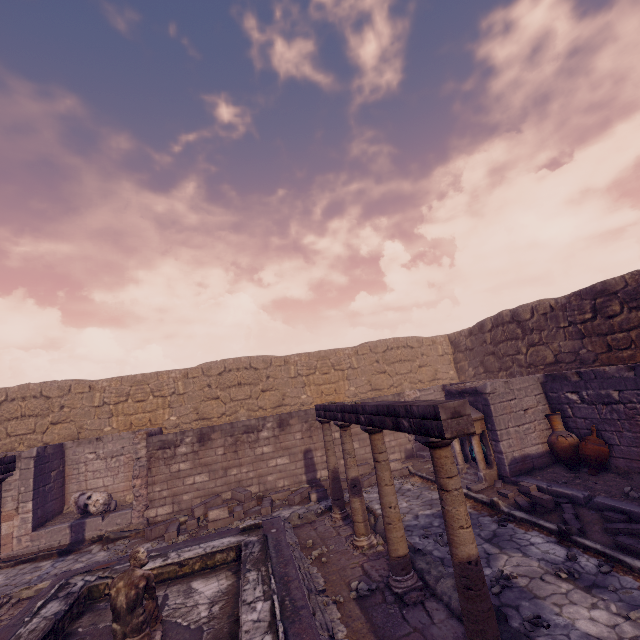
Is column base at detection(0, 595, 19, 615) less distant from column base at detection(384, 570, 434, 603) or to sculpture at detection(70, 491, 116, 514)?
sculpture at detection(70, 491, 116, 514)

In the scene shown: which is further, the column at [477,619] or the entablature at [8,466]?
the entablature at [8,466]

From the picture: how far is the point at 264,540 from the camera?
6.4m

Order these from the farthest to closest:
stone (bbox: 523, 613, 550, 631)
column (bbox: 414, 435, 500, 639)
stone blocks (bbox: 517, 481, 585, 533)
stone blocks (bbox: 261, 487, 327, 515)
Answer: stone blocks (bbox: 261, 487, 327, 515)
stone blocks (bbox: 517, 481, 585, 533)
stone (bbox: 523, 613, 550, 631)
column (bbox: 414, 435, 500, 639)

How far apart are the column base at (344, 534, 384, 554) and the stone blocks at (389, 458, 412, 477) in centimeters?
419cm

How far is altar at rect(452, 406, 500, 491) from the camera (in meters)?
8.29

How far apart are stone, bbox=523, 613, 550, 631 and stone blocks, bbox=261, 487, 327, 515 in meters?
6.5

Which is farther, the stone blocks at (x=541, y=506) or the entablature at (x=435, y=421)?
the stone blocks at (x=541, y=506)
